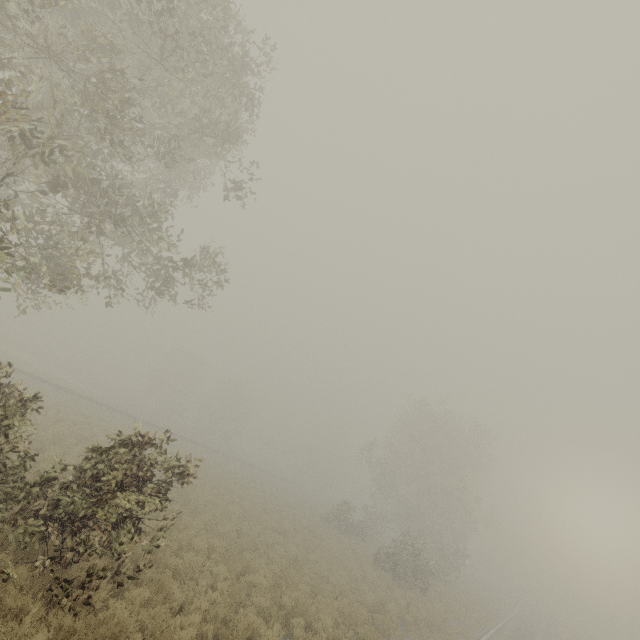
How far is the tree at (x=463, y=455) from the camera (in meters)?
25.08

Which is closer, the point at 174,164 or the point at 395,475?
the point at 174,164

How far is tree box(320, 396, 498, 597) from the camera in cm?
2508
